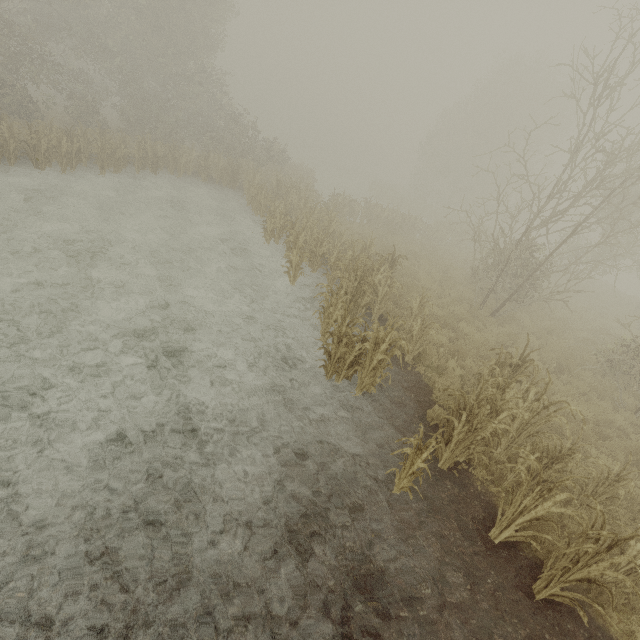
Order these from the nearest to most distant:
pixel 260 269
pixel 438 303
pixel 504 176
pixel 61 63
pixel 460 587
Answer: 1. pixel 460 587
2. pixel 260 269
3. pixel 438 303
4. pixel 61 63
5. pixel 504 176
